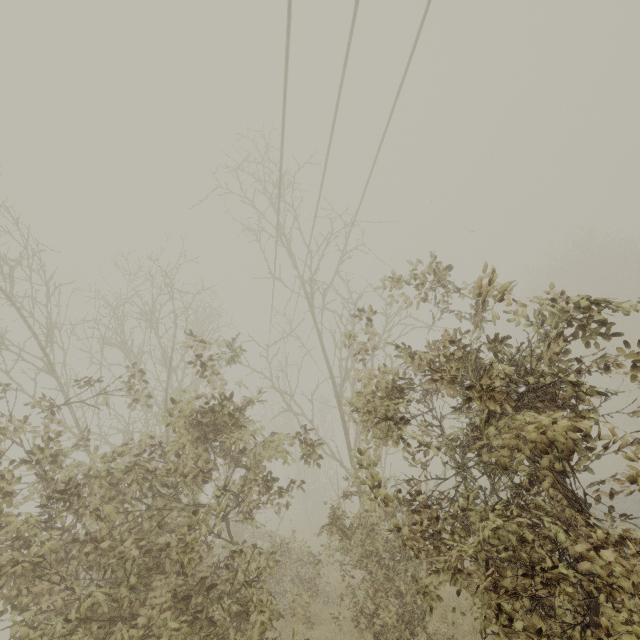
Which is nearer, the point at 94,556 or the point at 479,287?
the point at 479,287
